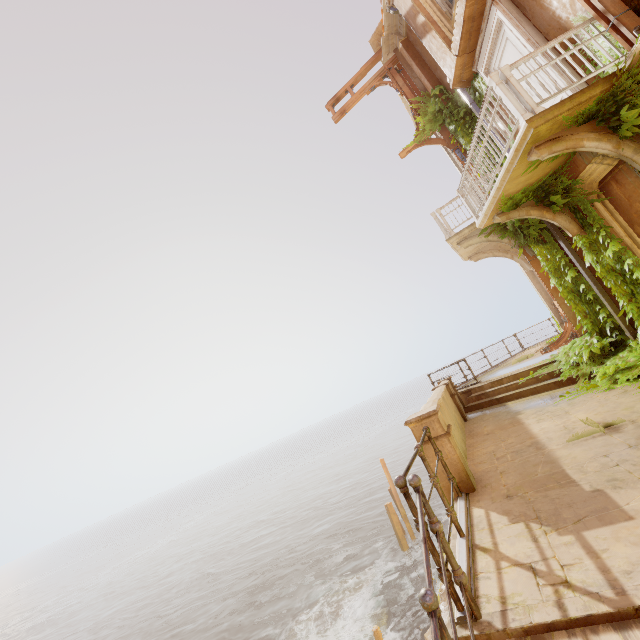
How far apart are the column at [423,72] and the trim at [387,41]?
0.0 meters

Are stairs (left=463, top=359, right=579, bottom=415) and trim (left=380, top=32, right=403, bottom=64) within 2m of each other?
no

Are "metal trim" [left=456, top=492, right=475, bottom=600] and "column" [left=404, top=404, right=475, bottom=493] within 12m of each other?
yes

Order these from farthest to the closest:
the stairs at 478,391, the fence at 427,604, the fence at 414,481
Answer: the stairs at 478,391
the fence at 414,481
the fence at 427,604

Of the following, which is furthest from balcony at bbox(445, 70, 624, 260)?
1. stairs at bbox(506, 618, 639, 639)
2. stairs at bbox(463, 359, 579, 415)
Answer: stairs at bbox(506, 618, 639, 639)

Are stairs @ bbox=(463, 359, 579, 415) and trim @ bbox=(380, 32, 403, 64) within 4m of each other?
no

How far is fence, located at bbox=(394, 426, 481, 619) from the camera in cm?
237

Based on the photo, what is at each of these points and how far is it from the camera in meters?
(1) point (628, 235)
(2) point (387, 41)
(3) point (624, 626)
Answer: (1) column, 6.6
(2) trim, 11.6
(3) stairs, 1.9
